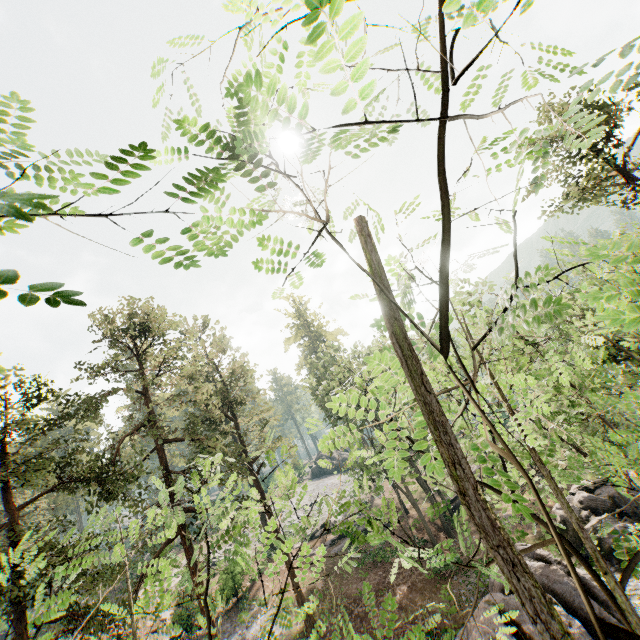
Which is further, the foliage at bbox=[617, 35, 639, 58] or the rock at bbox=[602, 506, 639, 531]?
the rock at bbox=[602, 506, 639, 531]

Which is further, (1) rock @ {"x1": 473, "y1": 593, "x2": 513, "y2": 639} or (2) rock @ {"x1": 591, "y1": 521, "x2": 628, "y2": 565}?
A: (2) rock @ {"x1": 591, "y1": 521, "x2": 628, "y2": 565}

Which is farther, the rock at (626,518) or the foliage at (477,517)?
the rock at (626,518)

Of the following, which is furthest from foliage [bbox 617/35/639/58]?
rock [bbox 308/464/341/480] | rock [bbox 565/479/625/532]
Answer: rock [bbox 565/479/625/532]

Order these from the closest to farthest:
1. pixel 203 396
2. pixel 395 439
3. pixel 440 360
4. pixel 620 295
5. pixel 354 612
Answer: pixel 440 360 < pixel 620 295 < pixel 203 396 < pixel 354 612 < pixel 395 439

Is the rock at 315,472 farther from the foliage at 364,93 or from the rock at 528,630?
the rock at 528,630
